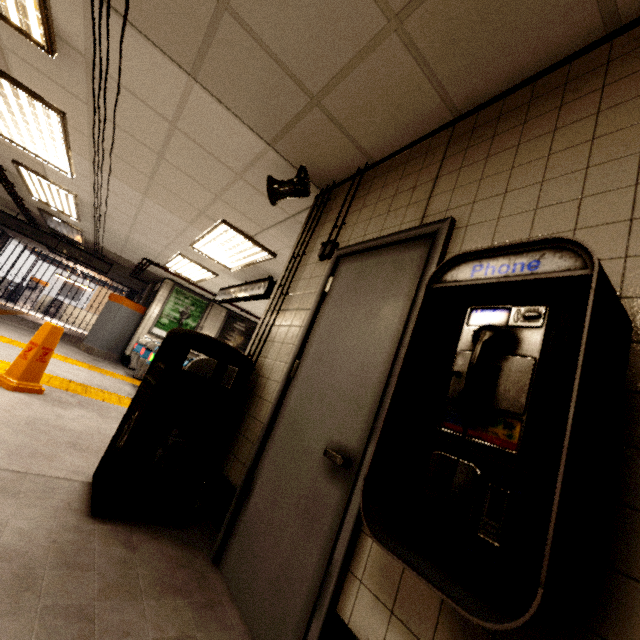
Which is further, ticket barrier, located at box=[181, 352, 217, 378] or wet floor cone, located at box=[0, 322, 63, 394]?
ticket barrier, located at box=[181, 352, 217, 378]

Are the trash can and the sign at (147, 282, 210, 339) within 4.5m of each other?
no

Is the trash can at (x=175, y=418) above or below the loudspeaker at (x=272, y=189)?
below

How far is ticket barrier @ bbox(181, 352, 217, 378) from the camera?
4.6m

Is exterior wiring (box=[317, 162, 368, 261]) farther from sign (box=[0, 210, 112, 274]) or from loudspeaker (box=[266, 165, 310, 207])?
sign (box=[0, 210, 112, 274])

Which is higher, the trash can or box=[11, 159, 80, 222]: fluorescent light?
box=[11, 159, 80, 222]: fluorescent light

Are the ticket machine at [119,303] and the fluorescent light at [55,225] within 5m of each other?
yes

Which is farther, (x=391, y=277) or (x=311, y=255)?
(x=311, y=255)
